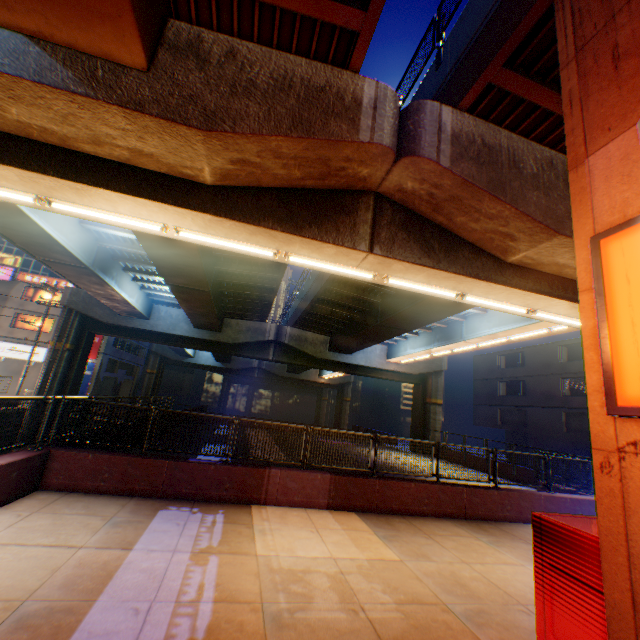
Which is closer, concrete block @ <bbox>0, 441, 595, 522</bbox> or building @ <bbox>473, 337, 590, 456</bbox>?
concrete block @ <bbox>0, 441, 595, 522</bbox>

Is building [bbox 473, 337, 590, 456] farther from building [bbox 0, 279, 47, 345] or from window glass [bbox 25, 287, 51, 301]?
window glass [bbox 25, 287, 51, 301]

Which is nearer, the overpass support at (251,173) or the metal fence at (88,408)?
the overpass support at (251,173)

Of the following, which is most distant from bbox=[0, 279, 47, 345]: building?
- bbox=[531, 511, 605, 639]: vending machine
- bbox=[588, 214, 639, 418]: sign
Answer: bbox=[588, 214, 639, 418]: sign

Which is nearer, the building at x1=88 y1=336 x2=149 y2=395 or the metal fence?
the metal fence

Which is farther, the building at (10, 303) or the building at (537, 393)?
the building at (10, 303)

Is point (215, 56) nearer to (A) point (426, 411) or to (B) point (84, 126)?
(B) point (84, 126)

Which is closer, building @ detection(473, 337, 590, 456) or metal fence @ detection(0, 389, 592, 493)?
metal fence @ detection(0, 389, 592, 493)
